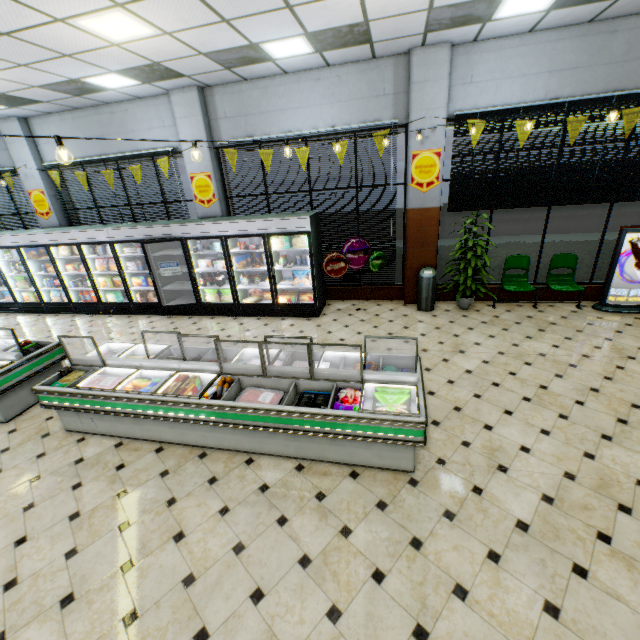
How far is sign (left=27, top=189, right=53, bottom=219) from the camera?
→ 8.8 meters

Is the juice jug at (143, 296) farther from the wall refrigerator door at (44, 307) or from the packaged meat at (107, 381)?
the packaged meat at (107, 381)

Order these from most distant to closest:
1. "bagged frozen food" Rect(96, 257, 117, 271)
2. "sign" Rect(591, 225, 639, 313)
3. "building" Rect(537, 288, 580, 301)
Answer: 1. "bagged frozen food" Rect(96, 257, 117, 271)
2. "building" Rect(537, 288, 580, 301)
3. "sign" Rect(591, 225, 639, 313)

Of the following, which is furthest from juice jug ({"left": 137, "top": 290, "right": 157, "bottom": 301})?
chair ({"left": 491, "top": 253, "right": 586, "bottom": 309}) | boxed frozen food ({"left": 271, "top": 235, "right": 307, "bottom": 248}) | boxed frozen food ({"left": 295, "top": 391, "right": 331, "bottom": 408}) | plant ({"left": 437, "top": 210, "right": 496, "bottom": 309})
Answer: chair ({"left": 491, "top": 253, "right": 586, "bottom": 309})

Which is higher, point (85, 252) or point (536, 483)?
point (85, 252)

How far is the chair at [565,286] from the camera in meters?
6.7 m

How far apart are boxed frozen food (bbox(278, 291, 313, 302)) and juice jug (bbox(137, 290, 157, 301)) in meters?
3.8

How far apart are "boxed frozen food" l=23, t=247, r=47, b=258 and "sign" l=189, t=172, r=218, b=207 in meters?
4.8 m
